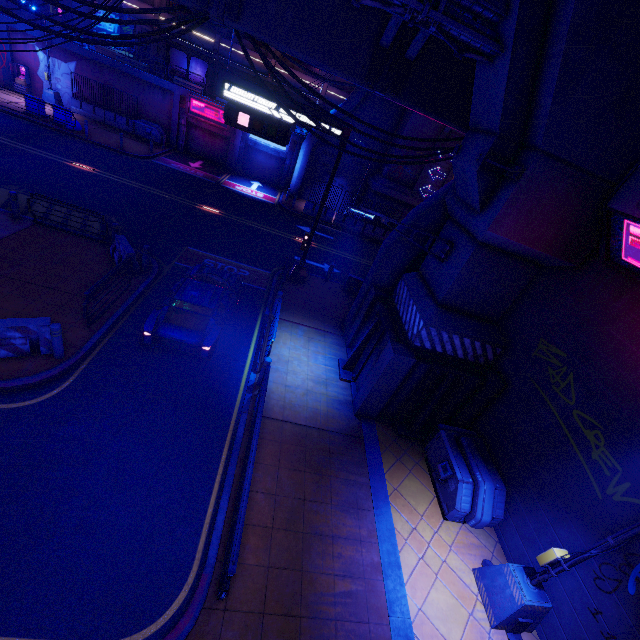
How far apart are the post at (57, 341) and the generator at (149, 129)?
25.0 meters

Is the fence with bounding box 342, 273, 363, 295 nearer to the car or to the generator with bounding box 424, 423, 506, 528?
the car

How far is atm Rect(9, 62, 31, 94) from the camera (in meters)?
24.73

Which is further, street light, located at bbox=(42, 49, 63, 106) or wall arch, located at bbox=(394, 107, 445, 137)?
street light, located at bbox=(42, 49, 63, 106)

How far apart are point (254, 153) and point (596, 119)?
28.2m

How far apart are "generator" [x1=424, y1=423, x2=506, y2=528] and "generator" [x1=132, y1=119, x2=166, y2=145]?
30.08m

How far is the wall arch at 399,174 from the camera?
25.30m

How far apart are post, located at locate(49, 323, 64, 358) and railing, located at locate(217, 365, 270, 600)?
5.1m
